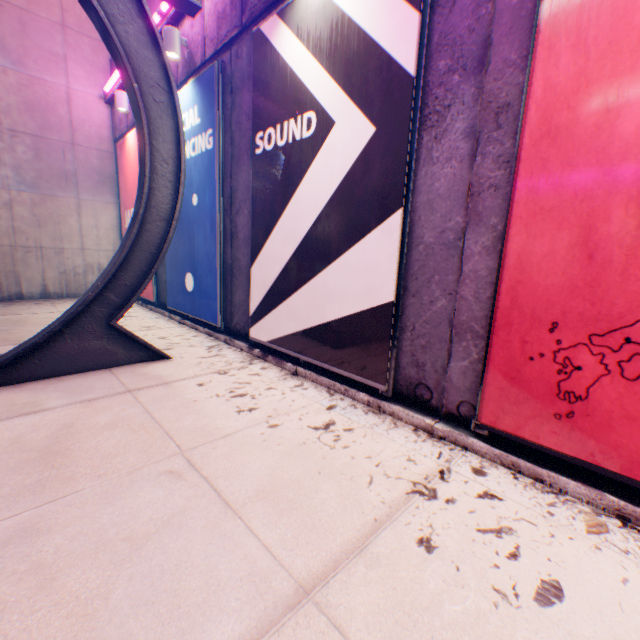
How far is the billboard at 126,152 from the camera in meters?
8.4

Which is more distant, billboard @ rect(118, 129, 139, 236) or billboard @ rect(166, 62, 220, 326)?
Answer: billboard @ rect(118, 129, 139, 236)

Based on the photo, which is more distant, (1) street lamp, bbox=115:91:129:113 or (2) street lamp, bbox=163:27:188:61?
(1) street lamp, bbox=115:91:129:113

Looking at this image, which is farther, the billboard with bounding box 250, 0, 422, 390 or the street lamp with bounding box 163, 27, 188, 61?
the street lamp with bounding box 163, 27, 188, 61

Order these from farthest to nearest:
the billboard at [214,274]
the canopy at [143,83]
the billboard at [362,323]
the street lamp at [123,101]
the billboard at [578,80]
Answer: the street lamp at [123,101]
the billboard at [214,274]
the canopy at [143,83]
the billboard at [362,323]
the billboard at [578,80]

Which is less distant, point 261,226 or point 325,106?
point 325,106

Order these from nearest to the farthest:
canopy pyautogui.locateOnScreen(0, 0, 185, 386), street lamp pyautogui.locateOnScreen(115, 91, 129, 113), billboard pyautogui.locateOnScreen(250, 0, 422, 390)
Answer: billboard pyautogui.locateOnScreen(250, 0, 422, 390)
canopy pyautogui.locateOnScreen(0, 0, 185, 386)
street lamp pyautogui.locateOnScreen(115, 91, 129, 113)

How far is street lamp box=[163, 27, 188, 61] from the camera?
5.6 meters
